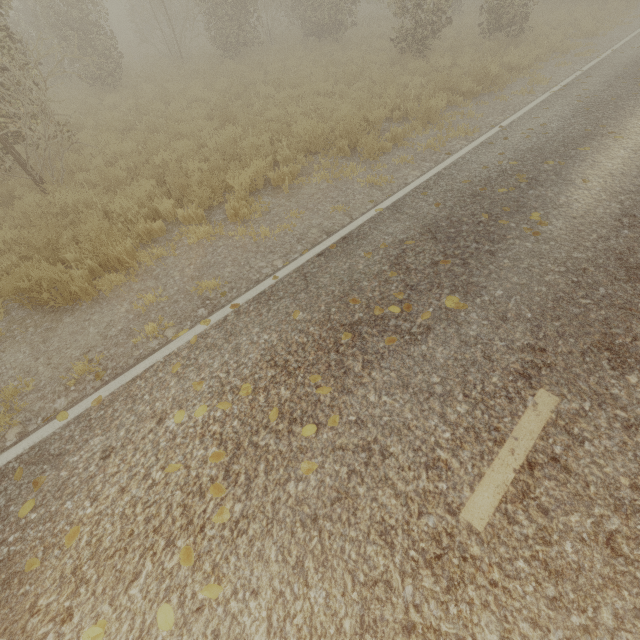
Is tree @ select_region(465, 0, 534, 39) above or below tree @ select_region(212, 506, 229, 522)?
above

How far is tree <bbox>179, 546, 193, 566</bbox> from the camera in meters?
2.5

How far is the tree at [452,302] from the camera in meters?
3.9 m

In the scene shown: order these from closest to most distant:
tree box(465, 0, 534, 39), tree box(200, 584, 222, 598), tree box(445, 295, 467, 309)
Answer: tree box(200, 584, 222, 598) < tree box(445, 295, 467, 309) < tree box(465, 0, 534, 39)

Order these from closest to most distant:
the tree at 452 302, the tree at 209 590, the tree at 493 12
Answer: the tree at 209 590, the tree at 452 302, the tree at 493 12

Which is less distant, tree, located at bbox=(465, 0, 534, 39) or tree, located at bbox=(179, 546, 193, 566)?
tree, located at bbox=(179, 546, 193, 566)

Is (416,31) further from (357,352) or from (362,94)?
(357,352)
